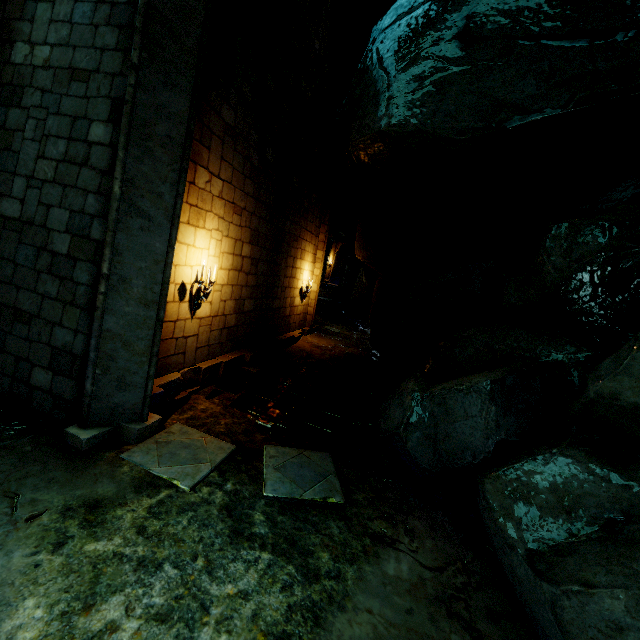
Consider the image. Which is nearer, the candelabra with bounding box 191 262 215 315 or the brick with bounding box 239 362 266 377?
the candelabra with bounding box 191 262 215 315

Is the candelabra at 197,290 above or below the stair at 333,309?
above

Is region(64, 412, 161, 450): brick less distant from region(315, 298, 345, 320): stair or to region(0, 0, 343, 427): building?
region(0, 0, 343, 427): building

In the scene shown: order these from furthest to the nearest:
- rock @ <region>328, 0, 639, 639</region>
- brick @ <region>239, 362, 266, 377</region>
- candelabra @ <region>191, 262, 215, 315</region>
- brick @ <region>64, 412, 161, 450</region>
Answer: brick @ <region>239, 362, 266, 377</region>
candelabra @ <region>191, 262, 215, 315</region>
brick @ <region>64, 412, 161, 450</region>
rock @ <region>328, 0, 639, 639</region>

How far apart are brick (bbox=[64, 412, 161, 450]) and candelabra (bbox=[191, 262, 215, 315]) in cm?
188

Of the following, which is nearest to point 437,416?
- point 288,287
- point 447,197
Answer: point 447,197

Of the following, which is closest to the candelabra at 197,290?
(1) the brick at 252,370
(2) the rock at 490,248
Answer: (1) the brick at 252,370

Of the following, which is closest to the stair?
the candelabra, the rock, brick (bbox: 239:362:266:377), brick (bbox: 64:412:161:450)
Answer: the rock
